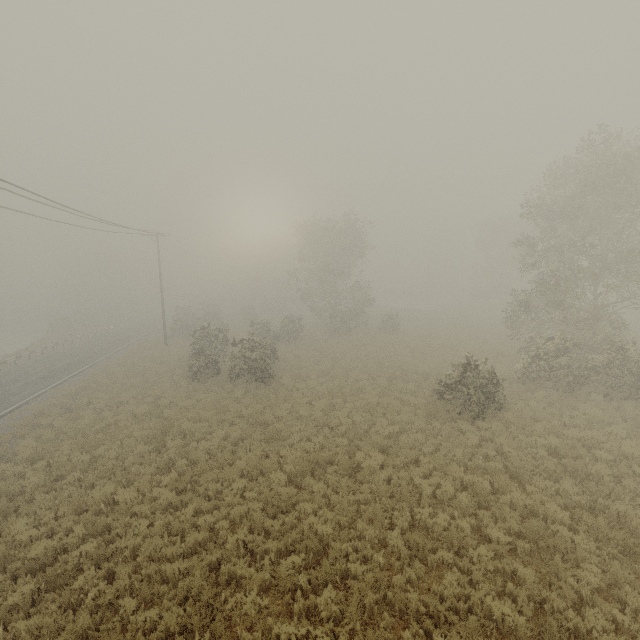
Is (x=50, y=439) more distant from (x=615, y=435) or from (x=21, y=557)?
(x=615, y=435)
